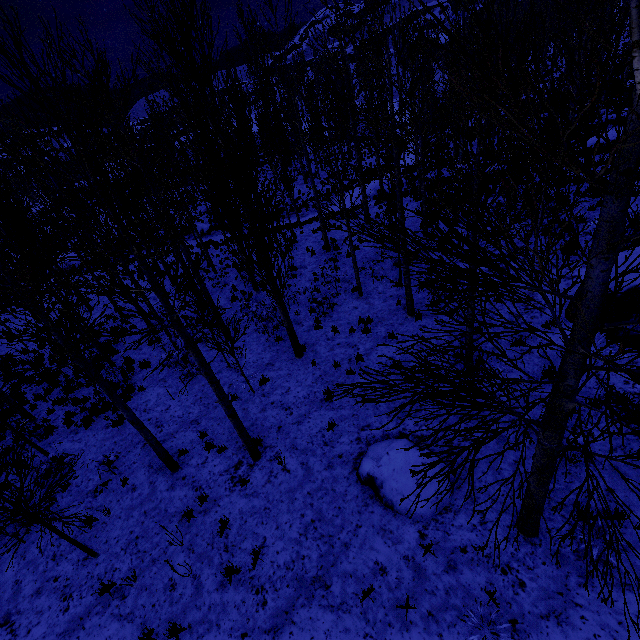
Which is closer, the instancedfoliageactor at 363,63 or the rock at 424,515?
the instancedfoliageactor at 363,63

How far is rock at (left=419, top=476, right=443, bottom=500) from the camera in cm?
602

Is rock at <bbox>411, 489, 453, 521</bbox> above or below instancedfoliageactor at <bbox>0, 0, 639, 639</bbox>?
below

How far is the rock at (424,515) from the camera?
5.9 meters

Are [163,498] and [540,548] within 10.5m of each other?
yes

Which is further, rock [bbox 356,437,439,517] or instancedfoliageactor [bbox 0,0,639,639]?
rock [bbox 356,437,439,517]
